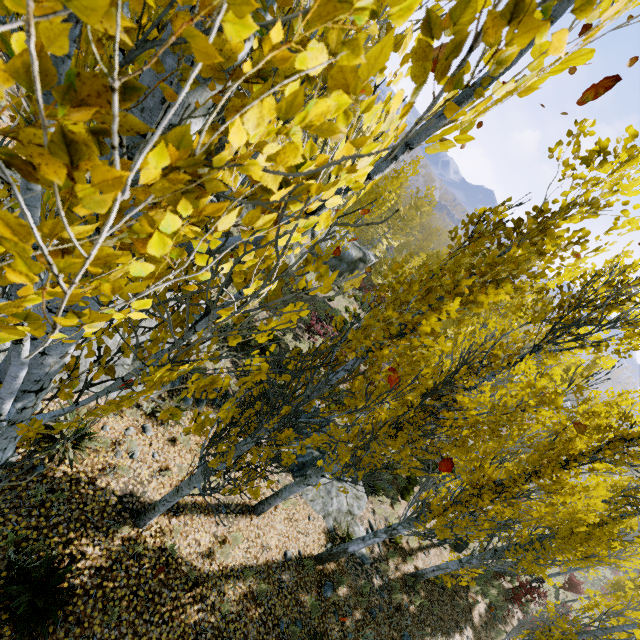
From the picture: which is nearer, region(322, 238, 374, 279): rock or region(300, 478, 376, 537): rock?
region(300, 478, 376, 537): rock

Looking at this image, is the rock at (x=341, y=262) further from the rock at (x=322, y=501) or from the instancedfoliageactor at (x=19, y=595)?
the rock at (x=322, y=501)

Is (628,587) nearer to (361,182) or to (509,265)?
(509,265)

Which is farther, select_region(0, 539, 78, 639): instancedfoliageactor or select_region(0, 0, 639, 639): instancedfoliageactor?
select_region(0, 539, 78, 639): instancedfoliageactor

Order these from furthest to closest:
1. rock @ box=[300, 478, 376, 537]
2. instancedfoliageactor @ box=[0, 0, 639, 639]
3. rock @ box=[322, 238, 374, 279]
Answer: rock @ box=[322, 238, 374, 279] < rock @ box=[300, 478, 376, 537] < instancedfoliageactor @ box=[0, 0, 639, 639]

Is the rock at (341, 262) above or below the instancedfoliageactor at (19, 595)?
below

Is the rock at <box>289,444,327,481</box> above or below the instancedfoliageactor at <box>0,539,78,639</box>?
below
